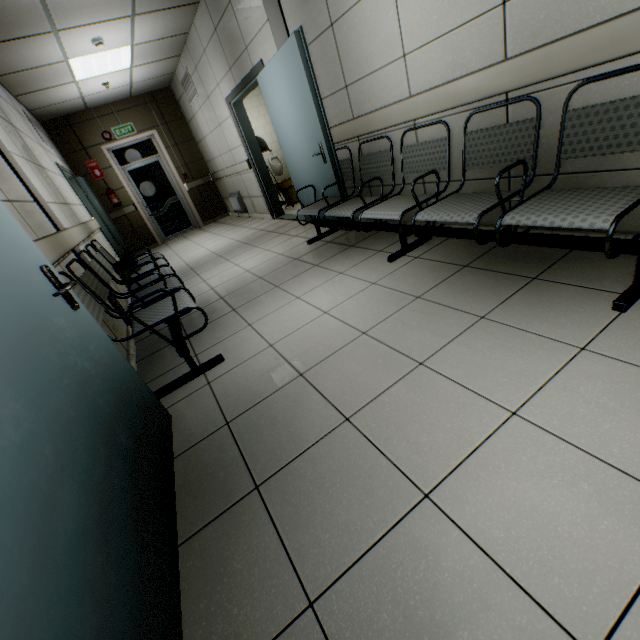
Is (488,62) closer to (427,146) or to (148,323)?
(427,146)

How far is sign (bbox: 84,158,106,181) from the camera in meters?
7.6

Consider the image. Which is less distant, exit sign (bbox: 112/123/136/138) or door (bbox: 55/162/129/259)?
door (bbox: 55/162/129/259)

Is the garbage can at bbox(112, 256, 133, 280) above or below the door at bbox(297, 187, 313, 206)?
above

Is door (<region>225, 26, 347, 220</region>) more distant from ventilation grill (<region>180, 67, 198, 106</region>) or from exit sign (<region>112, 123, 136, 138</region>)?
exit sign (<region>112, 123, 136, 138</region>)

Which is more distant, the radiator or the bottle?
the radiator

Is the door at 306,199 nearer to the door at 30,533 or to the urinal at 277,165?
the door at 30,533

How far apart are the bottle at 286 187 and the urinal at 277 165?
2.78m
